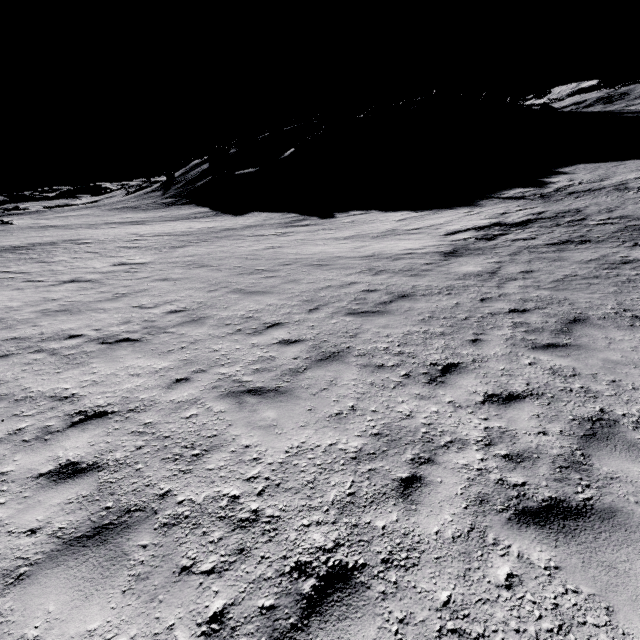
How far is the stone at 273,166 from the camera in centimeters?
4999cm

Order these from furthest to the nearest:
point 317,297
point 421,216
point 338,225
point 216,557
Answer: point 338,225 < point 421,216 < point 317,297 < point 216,557

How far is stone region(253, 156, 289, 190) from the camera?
50.0 meters
